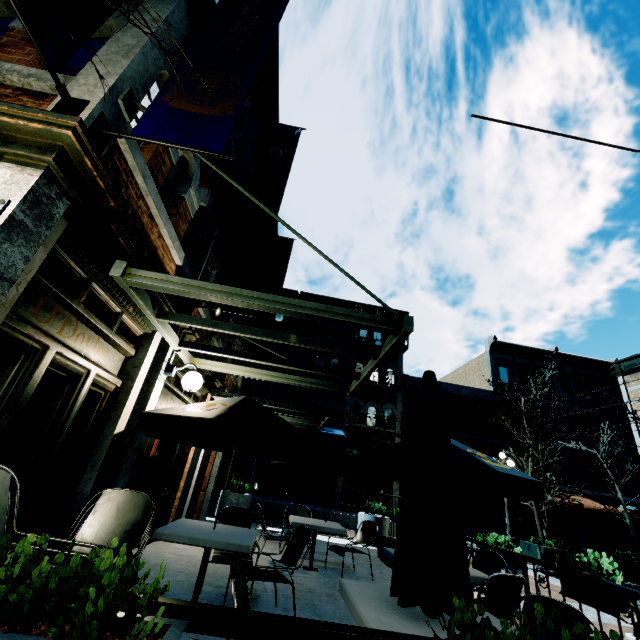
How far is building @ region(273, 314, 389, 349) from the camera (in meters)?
19.34

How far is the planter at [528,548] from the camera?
12.1m

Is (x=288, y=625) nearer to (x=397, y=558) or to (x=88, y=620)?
(x=88, y=620)

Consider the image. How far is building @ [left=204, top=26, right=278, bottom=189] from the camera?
6.47m

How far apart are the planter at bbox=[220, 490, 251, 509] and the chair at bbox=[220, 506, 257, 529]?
5.52m

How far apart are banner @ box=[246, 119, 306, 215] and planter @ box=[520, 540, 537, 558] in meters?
14.2 m

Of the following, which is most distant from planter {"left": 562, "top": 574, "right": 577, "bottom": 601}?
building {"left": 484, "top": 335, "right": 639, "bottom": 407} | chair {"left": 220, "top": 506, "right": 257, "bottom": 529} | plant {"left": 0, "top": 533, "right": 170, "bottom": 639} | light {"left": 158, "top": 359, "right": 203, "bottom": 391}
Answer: building {"left": 484, "top": 335, "right": 639, "bottom": 407}

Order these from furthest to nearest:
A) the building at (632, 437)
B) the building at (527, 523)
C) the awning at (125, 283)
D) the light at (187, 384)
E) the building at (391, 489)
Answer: the building at (632, 437) → the building at (527, 523) → the building at (391, 489) → the light at (187, 384) → the awning at (125, 283)
